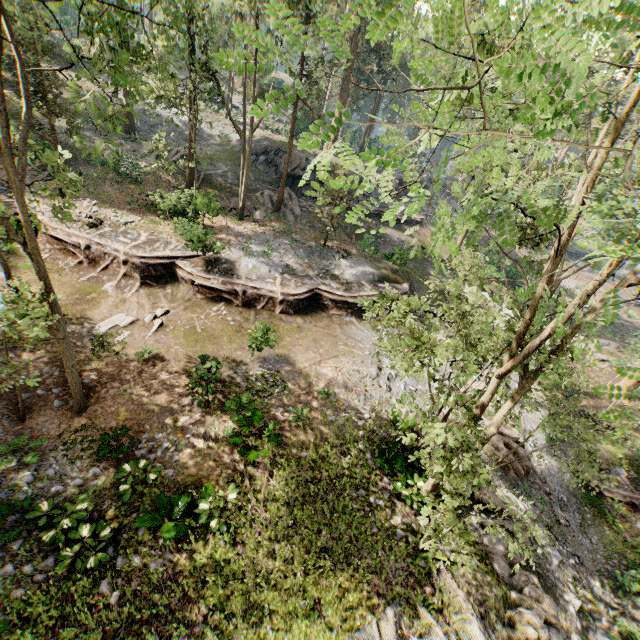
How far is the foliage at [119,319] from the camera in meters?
15.1 m

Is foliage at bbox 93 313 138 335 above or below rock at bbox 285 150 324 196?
below

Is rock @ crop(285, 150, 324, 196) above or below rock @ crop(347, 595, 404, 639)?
above

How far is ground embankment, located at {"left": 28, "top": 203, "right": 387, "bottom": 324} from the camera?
18.3 meters

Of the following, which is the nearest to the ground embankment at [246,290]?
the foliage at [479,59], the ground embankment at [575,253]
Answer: the foliage at [479,59]

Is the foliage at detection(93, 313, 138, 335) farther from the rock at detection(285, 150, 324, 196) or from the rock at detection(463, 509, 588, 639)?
the rock at detection(285, 150, 324, 196)

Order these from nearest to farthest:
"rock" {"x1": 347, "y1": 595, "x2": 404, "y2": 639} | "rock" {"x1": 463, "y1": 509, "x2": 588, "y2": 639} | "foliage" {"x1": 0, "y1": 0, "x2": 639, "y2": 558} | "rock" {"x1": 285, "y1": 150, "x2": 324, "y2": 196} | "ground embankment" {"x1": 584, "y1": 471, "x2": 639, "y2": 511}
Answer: "foliage" {"x1": 0, "y1": 0, "x2": 639, "y2": 558}
"rock" {"x1": 347, "y1": 595, "x2": 404, "y2": 639}
"rock" {"x1": 463, "y1": 509, "x2": 588, "y2": 639}
"ground embankment" {"x1": 584, "y1": 471, "x2": 639, "y2": 511}
"rock" {"x1": 285, "y1": 150, "x2": 324, "y2": 196}

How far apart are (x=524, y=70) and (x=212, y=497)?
12.1m
